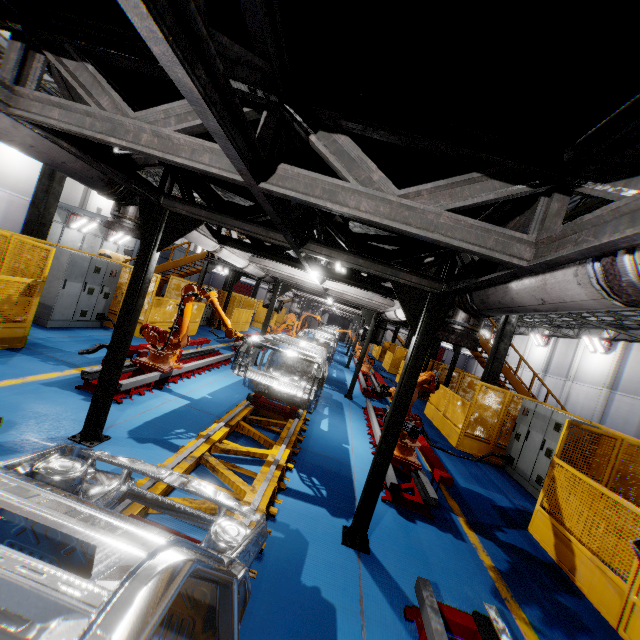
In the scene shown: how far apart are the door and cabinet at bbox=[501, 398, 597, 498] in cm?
4916

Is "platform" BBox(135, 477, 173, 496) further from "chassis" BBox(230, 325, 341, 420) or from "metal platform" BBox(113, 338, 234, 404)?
"metal platform" BBox(113, 338, 234, 404)

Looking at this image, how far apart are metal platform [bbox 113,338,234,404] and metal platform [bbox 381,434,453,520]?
4.9m

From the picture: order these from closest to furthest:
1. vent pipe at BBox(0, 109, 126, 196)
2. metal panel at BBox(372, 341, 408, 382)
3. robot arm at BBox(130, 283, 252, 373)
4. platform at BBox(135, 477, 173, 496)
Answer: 1. vent pipe at BBox(0, 109, 126, 196)
2. platform at BBox(135, 477, 173, 496)
3. robot arm at BBox(130, 283, 252, 373)
4. metal panel at BBox(372, 341, 408, 382)

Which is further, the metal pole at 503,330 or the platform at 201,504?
the metal pole at 503,330

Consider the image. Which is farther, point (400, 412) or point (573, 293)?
point (400, 412)

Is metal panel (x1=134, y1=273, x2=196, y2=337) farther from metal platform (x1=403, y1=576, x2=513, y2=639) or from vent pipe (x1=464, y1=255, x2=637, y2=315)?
vent pipe (x1=464, y1=255, x2=637, y2=315)

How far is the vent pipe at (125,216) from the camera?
4.1 meters
